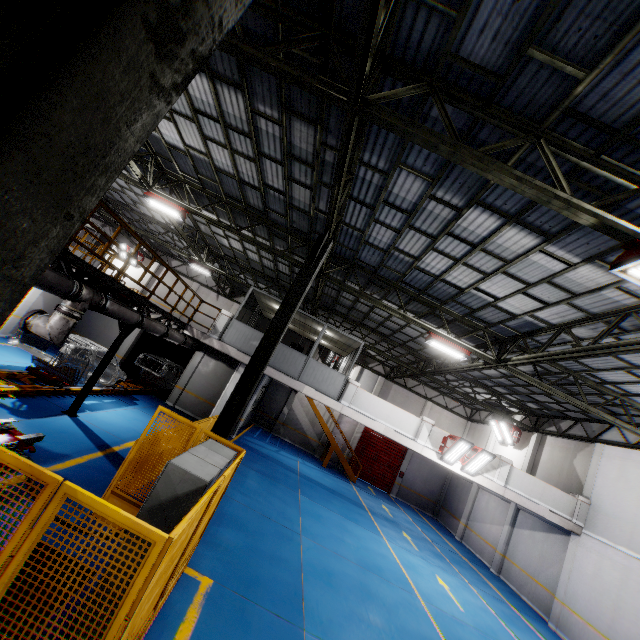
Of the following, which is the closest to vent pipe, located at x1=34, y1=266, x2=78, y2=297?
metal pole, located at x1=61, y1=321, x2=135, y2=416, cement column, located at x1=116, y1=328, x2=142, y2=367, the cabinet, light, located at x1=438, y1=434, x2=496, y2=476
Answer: metal pole, located at x1=61, y1=321, x2=135, y2=416

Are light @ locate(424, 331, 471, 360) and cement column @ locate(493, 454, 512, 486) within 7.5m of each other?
yes

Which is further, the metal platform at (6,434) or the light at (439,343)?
the light at (439,343)

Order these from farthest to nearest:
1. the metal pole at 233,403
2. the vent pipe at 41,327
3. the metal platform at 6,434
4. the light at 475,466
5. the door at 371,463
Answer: the door at 371,463 < the light at 475,466 < the metal pole at 233,403 < the vent pipe at 41,327 < the metal platform at 6,434

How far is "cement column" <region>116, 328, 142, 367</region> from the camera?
17.8m

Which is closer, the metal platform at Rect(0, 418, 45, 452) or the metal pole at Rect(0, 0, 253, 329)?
the metal pole at Rect(0, 0, 253, 329)

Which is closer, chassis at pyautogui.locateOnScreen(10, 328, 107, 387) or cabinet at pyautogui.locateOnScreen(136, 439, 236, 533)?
cabinet at pyautogui.locateOnScreen(136, 439, 236, 533)

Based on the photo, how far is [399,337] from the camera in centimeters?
1875cm
